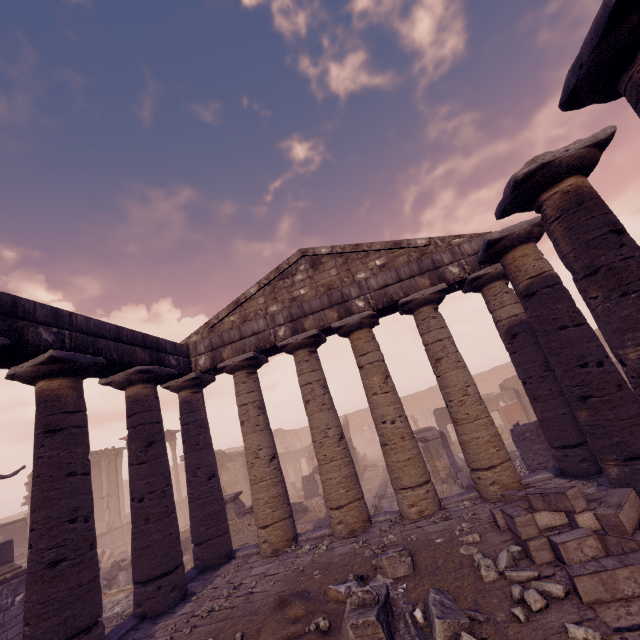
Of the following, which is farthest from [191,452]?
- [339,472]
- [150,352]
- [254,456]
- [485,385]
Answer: [485,385]

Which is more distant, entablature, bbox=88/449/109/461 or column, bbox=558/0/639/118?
entablature, bbox=88/449/109/461

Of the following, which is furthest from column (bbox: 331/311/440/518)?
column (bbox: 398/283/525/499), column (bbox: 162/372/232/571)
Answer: column (bbox: 162/372/232/571)

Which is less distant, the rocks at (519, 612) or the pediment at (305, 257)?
the rocks at (519, 612)

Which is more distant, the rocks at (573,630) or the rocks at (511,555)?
the rocks at (511,555)

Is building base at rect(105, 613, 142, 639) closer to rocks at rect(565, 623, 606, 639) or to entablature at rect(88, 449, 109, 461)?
rocks at rect(565, 623, 606, 639)

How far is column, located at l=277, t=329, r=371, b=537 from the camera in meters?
8.4

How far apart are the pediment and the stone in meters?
7.9 m
